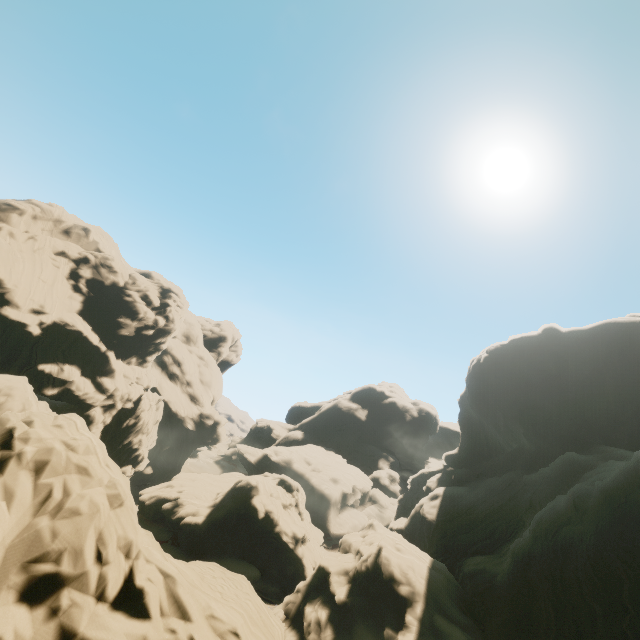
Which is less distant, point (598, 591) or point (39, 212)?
point (598, 591)
